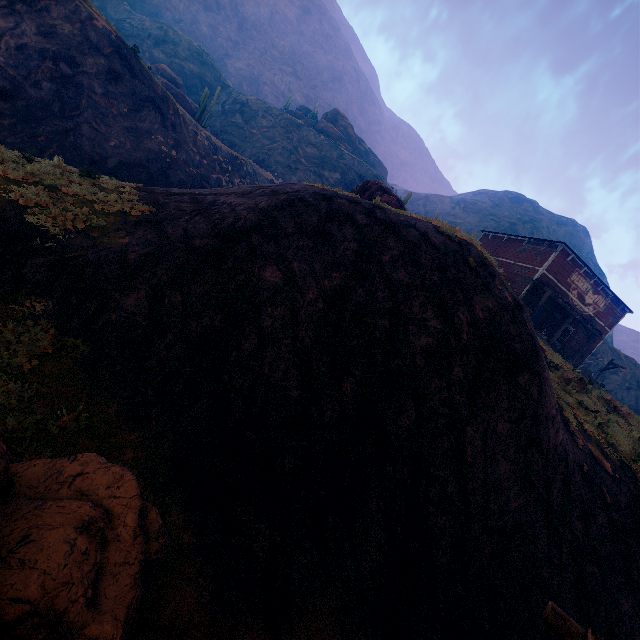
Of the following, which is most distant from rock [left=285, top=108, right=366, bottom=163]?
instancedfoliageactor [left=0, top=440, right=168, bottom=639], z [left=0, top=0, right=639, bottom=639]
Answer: instancedfoliageactor [left=0, top=440, right=168, bottom=639]

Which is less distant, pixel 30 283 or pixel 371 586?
pixel 371 586

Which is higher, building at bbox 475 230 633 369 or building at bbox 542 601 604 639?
building at bbox 475 230 633 369

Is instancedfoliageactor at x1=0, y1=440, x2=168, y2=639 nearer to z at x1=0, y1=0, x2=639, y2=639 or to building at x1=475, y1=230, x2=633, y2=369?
z at x1=0, y1=0, x2=639, y2=639

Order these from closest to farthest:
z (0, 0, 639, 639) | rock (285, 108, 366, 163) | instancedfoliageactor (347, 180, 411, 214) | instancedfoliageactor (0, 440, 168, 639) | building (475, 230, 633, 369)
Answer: instancedfoliageactor (0, 440, 168, 639) → z (0, 0, 639, 639) → instancedfoliageactor (347, 180, 411, 214) → building (475, 230, 633, 369) → rock (285, 108, 366, 163)

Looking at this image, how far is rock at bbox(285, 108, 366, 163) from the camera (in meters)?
53.00

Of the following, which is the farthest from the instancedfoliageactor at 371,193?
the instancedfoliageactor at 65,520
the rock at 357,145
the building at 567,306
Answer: the instancedfoliageactor at 65,520

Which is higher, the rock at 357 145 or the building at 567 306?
the rock at 357 145
